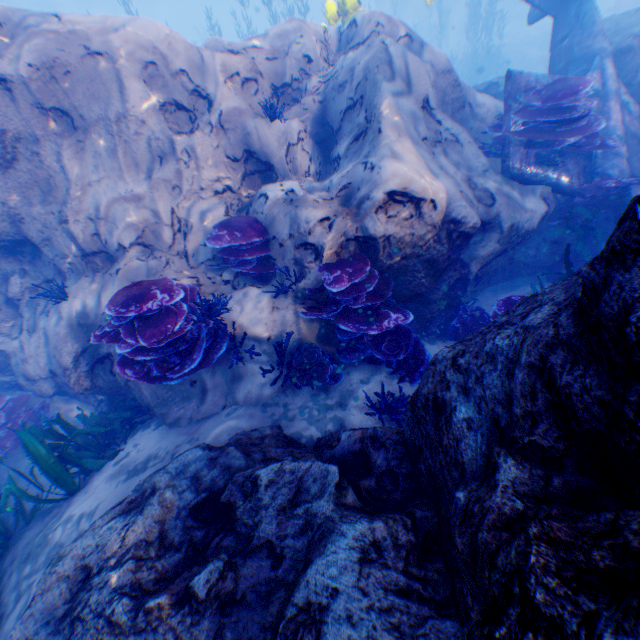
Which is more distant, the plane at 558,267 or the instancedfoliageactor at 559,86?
the plane at 558,267

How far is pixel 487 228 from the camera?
5.7m

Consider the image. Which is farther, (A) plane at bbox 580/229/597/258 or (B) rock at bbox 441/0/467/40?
(B) rock at bbox 441/0/467/40

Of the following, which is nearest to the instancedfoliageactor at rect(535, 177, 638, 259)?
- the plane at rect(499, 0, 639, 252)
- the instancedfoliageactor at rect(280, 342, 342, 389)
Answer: the plane at rect(499, 0, 639, 252)

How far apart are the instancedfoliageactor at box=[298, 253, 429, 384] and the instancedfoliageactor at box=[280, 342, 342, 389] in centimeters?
21cm

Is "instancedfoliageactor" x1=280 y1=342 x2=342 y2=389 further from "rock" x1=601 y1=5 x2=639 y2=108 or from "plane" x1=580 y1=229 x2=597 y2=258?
"plane" x1=580 y1=229 x2=597 y2=258

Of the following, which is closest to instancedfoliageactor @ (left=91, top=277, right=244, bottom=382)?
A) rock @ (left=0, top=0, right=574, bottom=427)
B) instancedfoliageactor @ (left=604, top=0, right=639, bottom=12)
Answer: rock @ (left=0, top=0, right=574, bottom=427)

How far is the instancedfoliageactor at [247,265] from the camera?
5.1m
